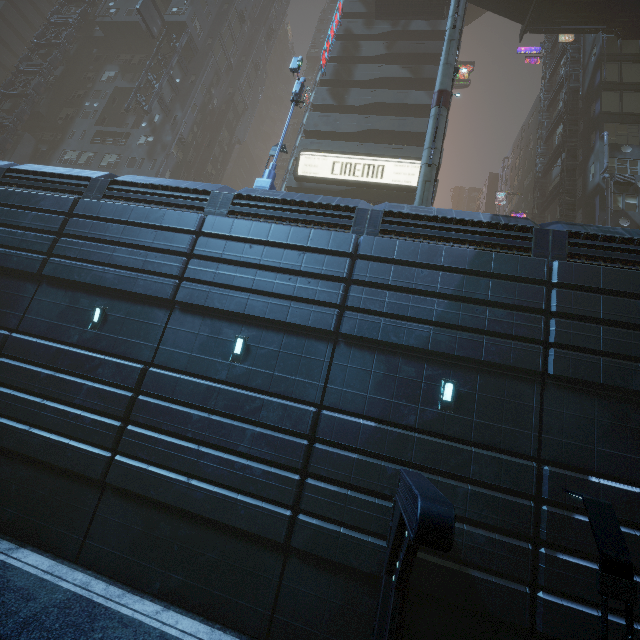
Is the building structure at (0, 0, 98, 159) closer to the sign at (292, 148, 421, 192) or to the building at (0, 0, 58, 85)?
the building at (0, 0, 58, 85)

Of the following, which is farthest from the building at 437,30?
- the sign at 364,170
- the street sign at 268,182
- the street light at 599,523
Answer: the street light at 599,523

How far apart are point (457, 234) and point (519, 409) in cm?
588

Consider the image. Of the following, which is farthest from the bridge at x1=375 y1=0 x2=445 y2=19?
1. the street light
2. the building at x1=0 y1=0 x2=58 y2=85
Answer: the street light

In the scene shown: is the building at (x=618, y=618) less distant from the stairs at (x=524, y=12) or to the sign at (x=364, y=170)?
the sign at (x=364, y=170)

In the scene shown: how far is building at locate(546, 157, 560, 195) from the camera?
28.73m

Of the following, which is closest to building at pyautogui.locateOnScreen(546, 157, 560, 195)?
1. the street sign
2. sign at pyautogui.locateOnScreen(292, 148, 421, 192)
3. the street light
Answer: sign at pyautogui.locateOnScreen(292, 148, 421, 192)

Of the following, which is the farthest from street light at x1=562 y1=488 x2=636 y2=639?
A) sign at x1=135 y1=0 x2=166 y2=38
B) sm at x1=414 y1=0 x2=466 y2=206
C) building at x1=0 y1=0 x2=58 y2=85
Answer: A: sign at x1=135 y1=0 x2=166 y2=38
